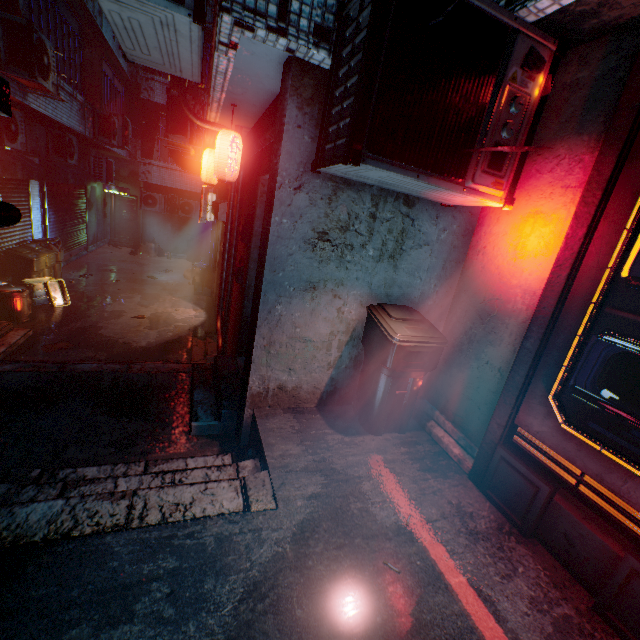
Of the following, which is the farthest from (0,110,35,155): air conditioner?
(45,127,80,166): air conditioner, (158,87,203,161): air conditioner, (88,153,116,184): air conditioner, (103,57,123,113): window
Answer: (88,153,116,184): air conditioner

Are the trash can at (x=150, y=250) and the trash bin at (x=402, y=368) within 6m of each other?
no

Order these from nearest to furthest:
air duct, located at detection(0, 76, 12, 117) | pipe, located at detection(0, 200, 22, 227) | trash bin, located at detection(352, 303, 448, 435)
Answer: pipe, located at detection(0, 200, 22, 227) → air duct, located at detection(0, 76, 12, 117) → trash bin, located at detection(352, 303, 448, 435)

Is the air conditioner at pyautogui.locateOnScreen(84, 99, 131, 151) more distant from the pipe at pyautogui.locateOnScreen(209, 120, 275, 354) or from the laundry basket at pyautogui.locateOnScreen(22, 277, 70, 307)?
the laundry basket at pyautogui.locateOnScreen(22, 277, 70, 307)

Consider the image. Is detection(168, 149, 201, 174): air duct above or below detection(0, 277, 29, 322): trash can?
above

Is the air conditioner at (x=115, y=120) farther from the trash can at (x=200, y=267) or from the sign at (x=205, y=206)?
the trash can at (x=200, y=267)

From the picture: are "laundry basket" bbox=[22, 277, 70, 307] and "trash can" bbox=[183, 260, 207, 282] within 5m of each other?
yes

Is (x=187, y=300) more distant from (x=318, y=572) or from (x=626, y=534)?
(x=626, y=534)
